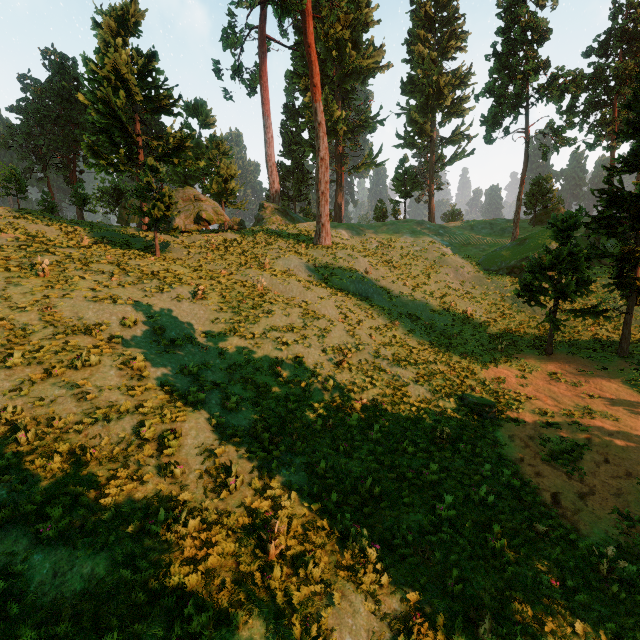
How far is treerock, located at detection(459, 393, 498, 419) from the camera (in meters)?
14.42

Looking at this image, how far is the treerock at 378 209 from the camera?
53.6m

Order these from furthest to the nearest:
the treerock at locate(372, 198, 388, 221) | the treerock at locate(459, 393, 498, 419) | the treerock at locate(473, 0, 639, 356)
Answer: the treerock at locate(372, 198, 388, 221), the treerock at locate(473, 0, 639, 356), the treerock at locate(459, 393, 498, 419)

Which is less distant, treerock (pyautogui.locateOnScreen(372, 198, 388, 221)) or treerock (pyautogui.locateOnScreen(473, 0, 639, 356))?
treerock (pyautogui.locateOnScreen(473, 0, 639, 356))

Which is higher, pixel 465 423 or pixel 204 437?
pixel 204 437

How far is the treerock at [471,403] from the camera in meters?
14.4 m

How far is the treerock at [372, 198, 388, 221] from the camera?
53.6 meters

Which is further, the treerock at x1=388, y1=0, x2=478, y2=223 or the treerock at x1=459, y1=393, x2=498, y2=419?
the treerock at x1=388, y1=0, x2=478, y2=223
